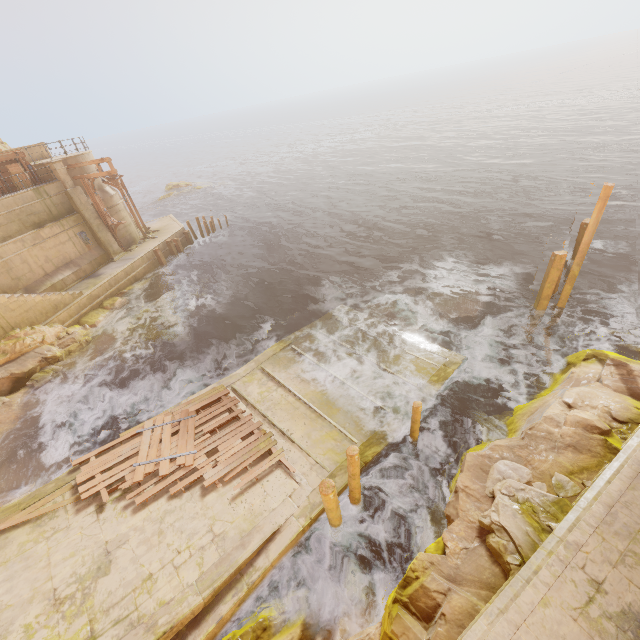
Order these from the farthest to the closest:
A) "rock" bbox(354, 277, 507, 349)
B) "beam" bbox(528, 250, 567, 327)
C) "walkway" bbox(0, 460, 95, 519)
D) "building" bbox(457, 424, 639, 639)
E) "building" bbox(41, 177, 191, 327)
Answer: "building" bbox(41, 177, 191, 327), "rock" bbox(354, 277, 507, 349), "beam" bbox(528, 250, 567, 327), "walkway" bbox(0, 460, 95, 519), "building" bbox(457, 424, 639, 639)

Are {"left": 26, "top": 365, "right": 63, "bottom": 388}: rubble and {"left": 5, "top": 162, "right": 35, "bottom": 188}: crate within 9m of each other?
no

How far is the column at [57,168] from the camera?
→ 21.02m

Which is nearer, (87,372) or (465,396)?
(465,396)

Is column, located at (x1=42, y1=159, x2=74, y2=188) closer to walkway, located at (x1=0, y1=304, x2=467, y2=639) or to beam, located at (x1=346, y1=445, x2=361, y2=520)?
walkway, located at (x1=0, y1=304, x2=467, y2=639)

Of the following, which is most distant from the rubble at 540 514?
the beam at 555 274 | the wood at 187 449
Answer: the beam at 555 274

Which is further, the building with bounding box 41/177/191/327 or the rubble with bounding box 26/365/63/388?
the building with bounding box 41/177/191/327

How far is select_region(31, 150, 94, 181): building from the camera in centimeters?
2123cm
